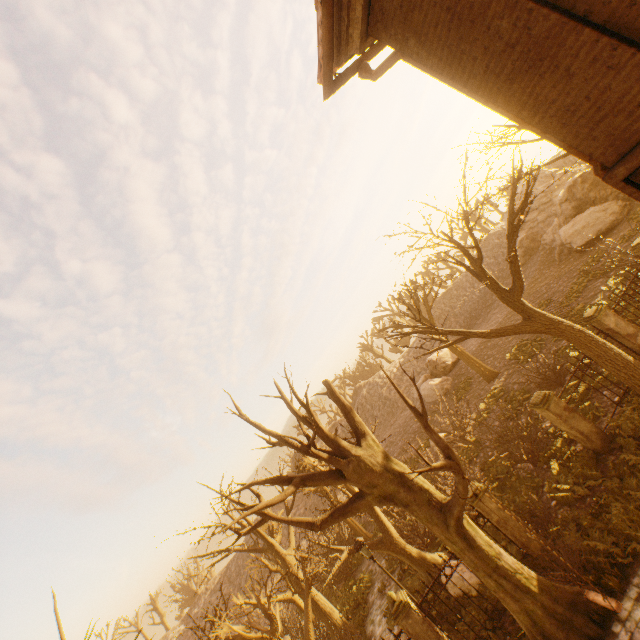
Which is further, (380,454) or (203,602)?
(203,602)

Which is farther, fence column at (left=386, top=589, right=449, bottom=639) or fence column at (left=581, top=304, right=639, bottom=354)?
fence column at (left=581, top=304, right=639, bottom=354)

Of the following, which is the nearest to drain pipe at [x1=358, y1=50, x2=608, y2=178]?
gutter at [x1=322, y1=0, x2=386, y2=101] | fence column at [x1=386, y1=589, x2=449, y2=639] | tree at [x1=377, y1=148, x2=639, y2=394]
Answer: gutter at [x1=322, y1=0, x2=386, y2=101]

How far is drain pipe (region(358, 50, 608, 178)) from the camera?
4.3 meters

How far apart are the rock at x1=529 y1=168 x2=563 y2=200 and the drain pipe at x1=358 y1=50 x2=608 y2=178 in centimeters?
4249cm

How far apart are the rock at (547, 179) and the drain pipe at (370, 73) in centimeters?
4249cm

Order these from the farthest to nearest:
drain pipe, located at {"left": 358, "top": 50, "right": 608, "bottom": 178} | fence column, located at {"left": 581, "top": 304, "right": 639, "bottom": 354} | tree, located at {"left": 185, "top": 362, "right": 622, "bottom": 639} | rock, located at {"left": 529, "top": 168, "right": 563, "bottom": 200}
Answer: rock, located at {"left": 529, "top": 168, "right": 563, "bottom": 200} → fence column, located at {"left": 581, "top": 304, "right": 639, "bottom": 354} → tree, located at {"left": 185, "top": 362, "right": 622, "bottom": 639} → drain pipe, located at {"left": 358, "top": 50, "right": 608, "bottom": 178}

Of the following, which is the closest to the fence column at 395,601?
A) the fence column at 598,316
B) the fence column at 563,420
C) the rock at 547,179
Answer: the fence column at 563,420
